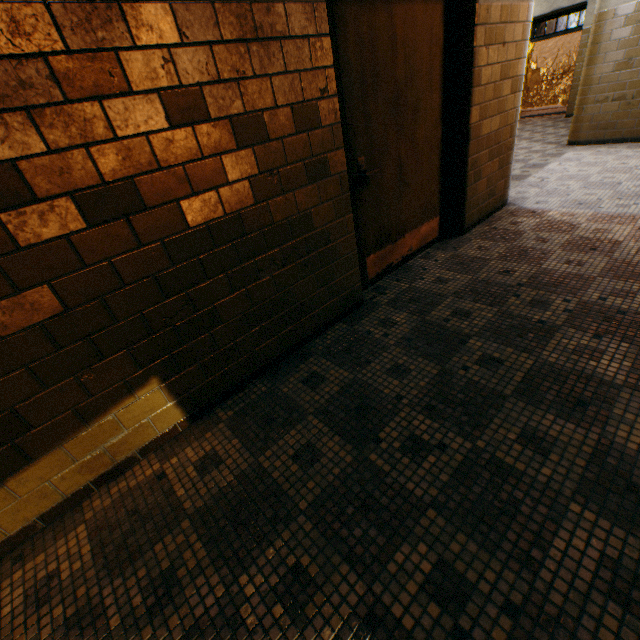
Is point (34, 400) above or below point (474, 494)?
above
